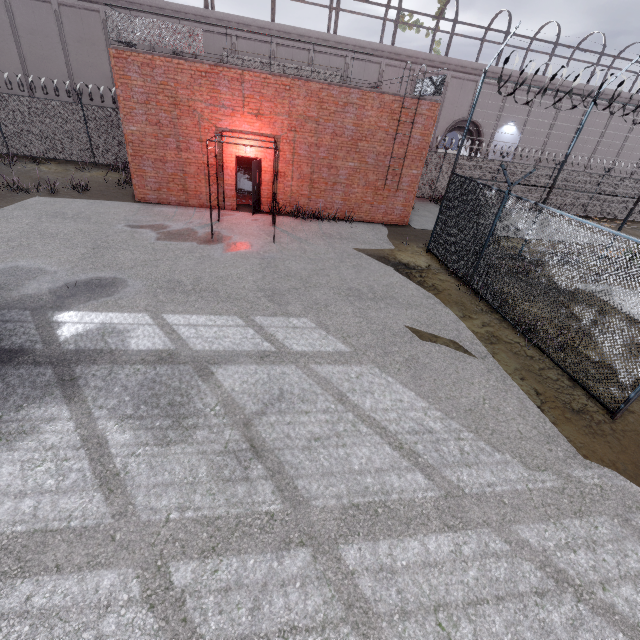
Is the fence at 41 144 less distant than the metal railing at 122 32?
No

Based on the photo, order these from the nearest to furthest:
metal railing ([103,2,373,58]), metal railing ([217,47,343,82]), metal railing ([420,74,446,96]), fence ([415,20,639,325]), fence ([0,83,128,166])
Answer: fence ([415,20,639,325])
metal railing ([103,2,373,58])
metal railing ([217,47,343,82])
metal railing ([420,74,446,96])
fence ([0,83,128,166])

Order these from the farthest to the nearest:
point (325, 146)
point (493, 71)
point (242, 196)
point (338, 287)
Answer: point (493, 71), point (242, 196), point (325, 146), point (338, 287)

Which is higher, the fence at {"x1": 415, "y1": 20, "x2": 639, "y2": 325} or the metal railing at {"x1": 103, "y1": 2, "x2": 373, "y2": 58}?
the metal railing at {"x1": 103, "y1": 2, "x2": 373, "y2": 58}

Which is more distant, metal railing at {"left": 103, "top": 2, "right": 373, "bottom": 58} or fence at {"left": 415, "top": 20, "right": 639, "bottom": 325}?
metal railing at {"left": 103, "top": 2, "right": 373, "bottom": 58}

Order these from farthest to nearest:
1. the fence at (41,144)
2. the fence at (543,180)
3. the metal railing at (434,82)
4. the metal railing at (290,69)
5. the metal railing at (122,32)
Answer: the fence at (41,144) → the metal railing at (434,82) → the metal railing at (290,69) → the metal railing at (122,32) → the fence at (543,180)

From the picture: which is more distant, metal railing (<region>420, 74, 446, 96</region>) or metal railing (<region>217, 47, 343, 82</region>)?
metal railing (<region>420, 74, 446, 96</region>)
